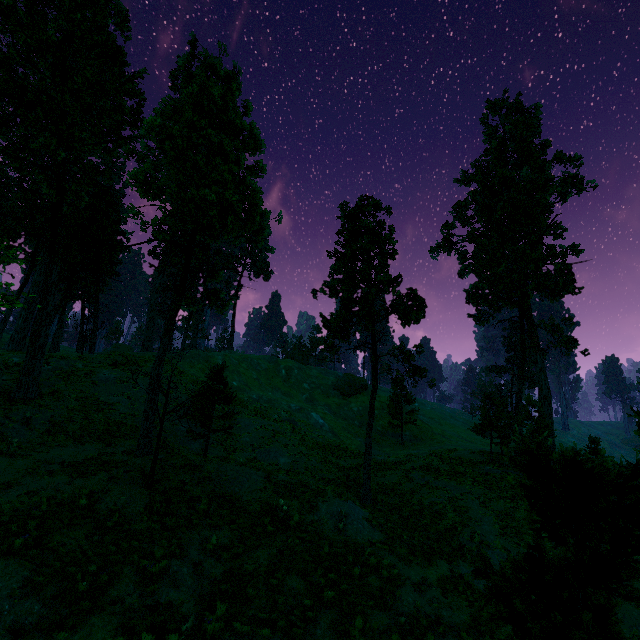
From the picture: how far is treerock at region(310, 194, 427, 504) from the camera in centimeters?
2273cm

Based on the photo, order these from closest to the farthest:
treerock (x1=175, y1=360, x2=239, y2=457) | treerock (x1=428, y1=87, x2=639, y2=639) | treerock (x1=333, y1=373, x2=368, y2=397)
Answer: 1. treerock (x1=428, y1=87, x2=639, y2=639)
2. treerock (x1=175, y1=360, x2=239, y2=457)
3. treerock (x1=333, y1=373, x2=368, y2=397)

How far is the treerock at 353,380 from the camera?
52.8m

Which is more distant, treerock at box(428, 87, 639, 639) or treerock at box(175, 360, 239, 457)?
treerock at box(175, 360, 239, 457)

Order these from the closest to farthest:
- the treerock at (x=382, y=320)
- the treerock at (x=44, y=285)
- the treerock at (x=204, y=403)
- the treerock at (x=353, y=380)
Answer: the treerock at (x=204, y=403) < the treerock at (x=44, y=285) < the treerock at (x=382, y=320) < the treerock at (x=353, y=380)

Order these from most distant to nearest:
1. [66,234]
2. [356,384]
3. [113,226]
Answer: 1. [356,384]
2. [113,226]
3. [66,234]
